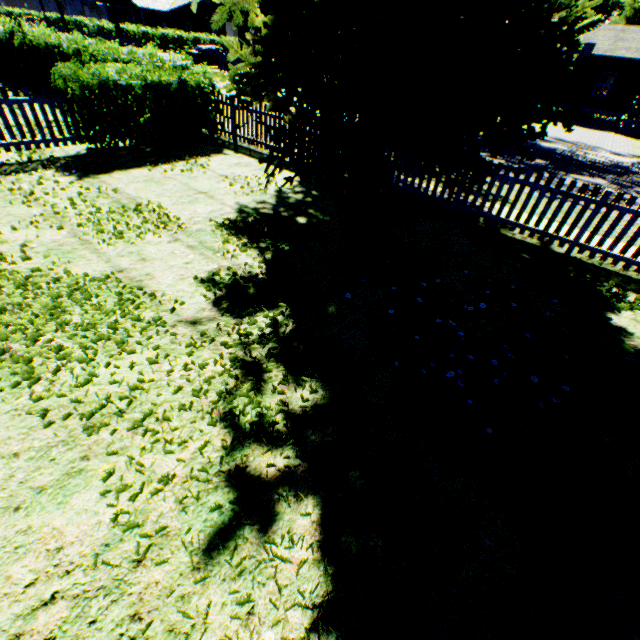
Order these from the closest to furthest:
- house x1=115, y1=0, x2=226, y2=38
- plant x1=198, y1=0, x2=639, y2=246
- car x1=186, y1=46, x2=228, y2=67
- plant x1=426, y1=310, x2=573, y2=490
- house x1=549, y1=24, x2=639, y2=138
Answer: plant x1=426, y1=310, x2=573, y2=490, plant x1=198, y1=0, x2=639, y2=246, house x1=549, y1=24, x2=639, y2=138, car x1=186, y1=46, x2=228, y2=67, house x1=115, y1=0, x2=226, y2=38

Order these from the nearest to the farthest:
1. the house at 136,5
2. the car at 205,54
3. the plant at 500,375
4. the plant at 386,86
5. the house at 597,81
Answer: the plant at 500,375 < the plant at 386,86 < the house at 597,81 < the car at 205,54 < the house at 136,5

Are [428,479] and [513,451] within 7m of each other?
yes

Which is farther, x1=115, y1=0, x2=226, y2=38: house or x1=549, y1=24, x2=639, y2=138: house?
x1=115, y1=0, x2=226, y2=38: house

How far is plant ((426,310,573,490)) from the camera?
2.87m

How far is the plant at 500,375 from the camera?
2.87m

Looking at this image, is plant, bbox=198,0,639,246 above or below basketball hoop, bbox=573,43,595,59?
below

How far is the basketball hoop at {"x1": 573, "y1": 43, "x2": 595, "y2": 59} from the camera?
24.81m
